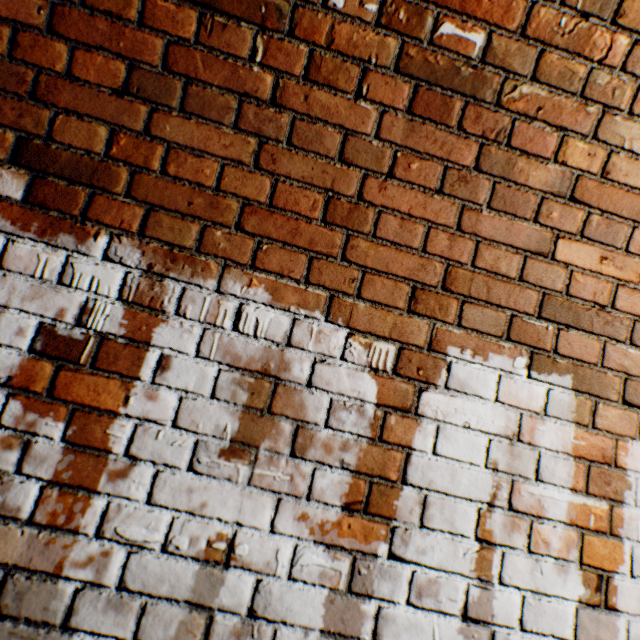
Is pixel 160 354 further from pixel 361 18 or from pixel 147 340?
pixel 361 18
